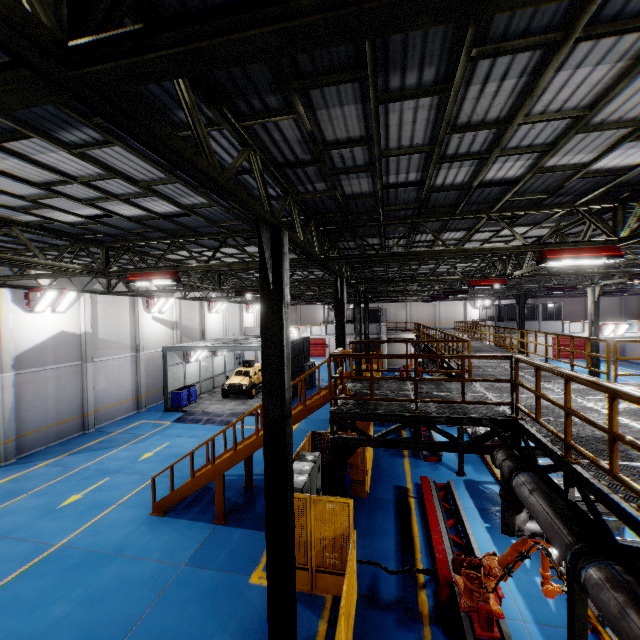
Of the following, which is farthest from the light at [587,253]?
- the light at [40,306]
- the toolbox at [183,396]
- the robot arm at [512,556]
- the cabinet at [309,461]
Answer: the toolbox at [183,396]

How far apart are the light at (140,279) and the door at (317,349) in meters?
37.9

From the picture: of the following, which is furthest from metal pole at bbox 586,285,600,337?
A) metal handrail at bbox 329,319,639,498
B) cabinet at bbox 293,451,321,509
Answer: cabinet at bbox 293,451,321,509

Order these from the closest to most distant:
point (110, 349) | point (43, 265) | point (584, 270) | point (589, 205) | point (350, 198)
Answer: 1. point (350, 198)
2. point (589, 205)
3. point (43, 265)
4. point (110, 349)
5. point (584, 270)

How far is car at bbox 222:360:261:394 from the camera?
23.9 meters

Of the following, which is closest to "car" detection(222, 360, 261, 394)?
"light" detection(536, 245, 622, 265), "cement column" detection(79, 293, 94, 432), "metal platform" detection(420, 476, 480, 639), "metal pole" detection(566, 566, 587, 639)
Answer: "cement column" detection(79, 293, 94, 432)

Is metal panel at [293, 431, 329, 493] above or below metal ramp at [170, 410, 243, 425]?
above

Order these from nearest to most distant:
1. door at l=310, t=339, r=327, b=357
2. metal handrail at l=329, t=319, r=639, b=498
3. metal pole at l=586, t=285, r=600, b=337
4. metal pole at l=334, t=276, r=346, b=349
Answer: metal handrail at l=329, t=319, r=639, b=498 < metal pole at l=334, t=276, r=346, b=349 < metal pole at l=586, t=285, r=600, b=337 < door at l=310, t=339, r=327, b=357
